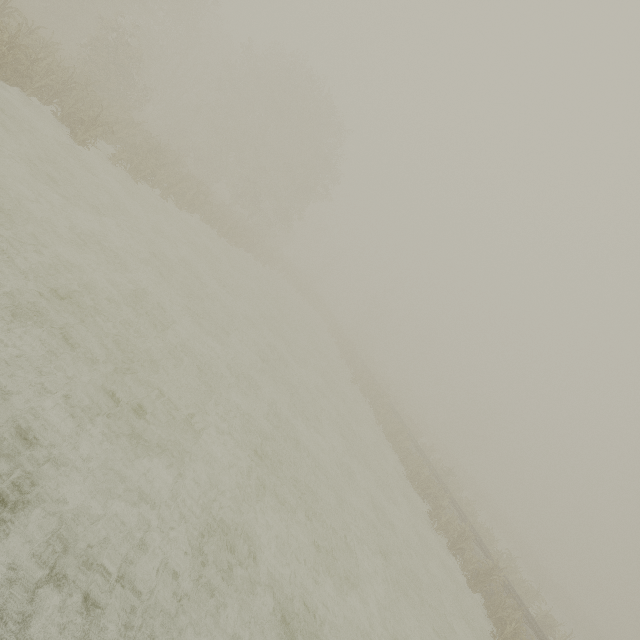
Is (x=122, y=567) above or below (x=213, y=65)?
below
